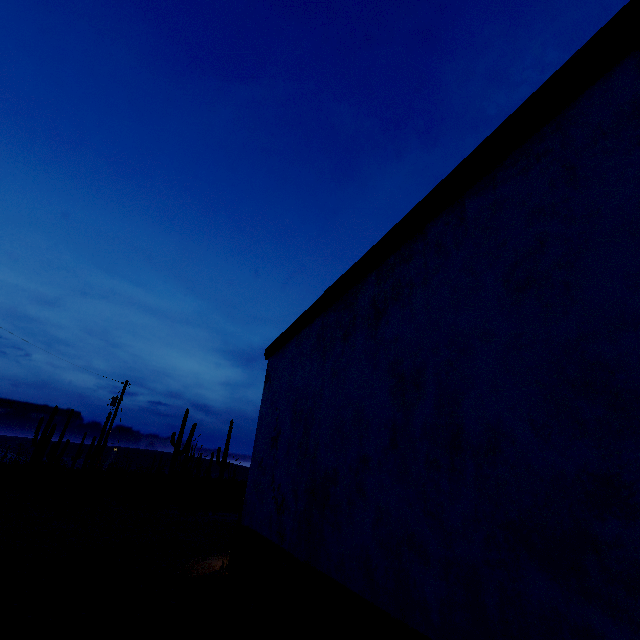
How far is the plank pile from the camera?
4.6 meters

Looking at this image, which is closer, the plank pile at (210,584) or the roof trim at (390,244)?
the roof trim at (390,244)

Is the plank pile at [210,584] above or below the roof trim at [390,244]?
below

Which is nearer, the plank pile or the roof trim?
the roof trim

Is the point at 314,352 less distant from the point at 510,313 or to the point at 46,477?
the point at 510,313

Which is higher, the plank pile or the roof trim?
the roof trim
